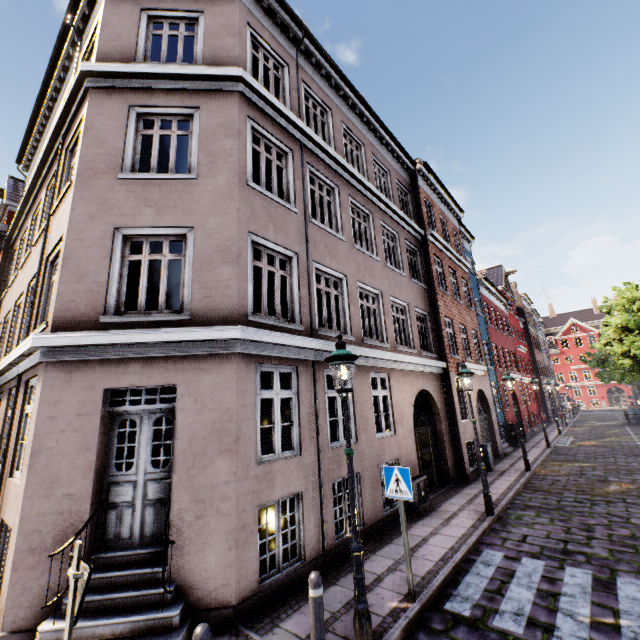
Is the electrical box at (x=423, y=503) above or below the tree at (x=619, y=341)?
below

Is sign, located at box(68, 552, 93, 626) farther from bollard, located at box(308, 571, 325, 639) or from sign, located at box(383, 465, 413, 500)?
sign, located at box(383, 465, 413, 500)

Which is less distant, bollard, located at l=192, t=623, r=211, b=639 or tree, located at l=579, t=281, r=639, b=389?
bollard, located at l=192, t=623, r=211, b=639

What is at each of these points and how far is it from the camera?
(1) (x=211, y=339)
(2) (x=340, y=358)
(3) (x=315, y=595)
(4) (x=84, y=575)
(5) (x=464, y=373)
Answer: (1) building, 5.6m
(2) street light, 4.6m
(3) bollard, 3.6m
(4) sign, 2.6m
(5) street light, 9.1m

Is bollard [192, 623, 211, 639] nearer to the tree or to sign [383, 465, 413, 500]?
sign [383, 465, 413, 500]

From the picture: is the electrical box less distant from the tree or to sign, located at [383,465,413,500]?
sign, located at [383,465,413,500]

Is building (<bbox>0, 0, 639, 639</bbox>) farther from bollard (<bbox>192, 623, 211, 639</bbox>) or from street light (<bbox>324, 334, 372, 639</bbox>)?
bollard (<bbox>192, 623, 211, 639</bbox>)

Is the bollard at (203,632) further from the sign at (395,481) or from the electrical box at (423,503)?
the electrical box at (423,503)
